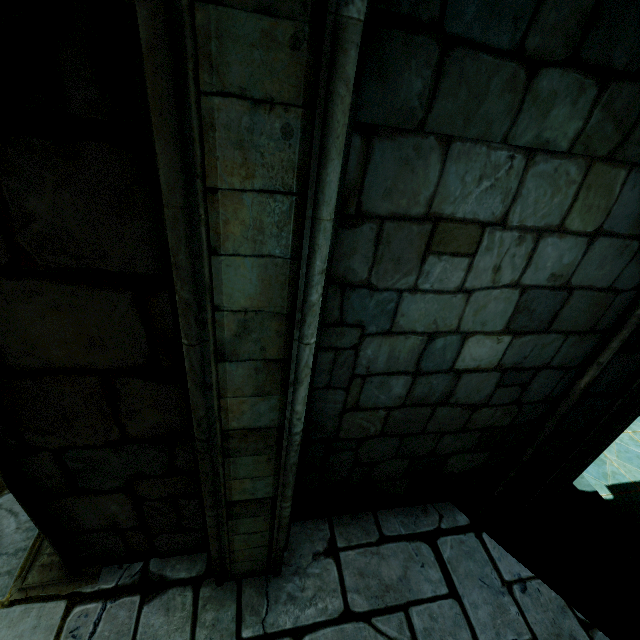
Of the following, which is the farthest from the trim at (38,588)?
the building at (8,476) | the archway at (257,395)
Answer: the archway at (257,395)

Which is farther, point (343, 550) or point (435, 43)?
point (343, 550)

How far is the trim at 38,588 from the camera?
2.3m

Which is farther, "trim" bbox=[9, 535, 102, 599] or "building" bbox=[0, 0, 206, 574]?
"trim" bbox=[9, 535, 102, 599]

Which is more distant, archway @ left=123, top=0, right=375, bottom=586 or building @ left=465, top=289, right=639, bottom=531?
building @ left=465, top=289, right=639, bottom=531

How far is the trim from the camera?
2.35m

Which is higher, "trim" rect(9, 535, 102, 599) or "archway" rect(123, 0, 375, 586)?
"archway" rect(123, 0, 375, 586)

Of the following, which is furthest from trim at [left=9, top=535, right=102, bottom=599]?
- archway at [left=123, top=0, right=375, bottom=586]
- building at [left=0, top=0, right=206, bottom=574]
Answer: archway at [left=123, top=0, right=375, bottom=586]
